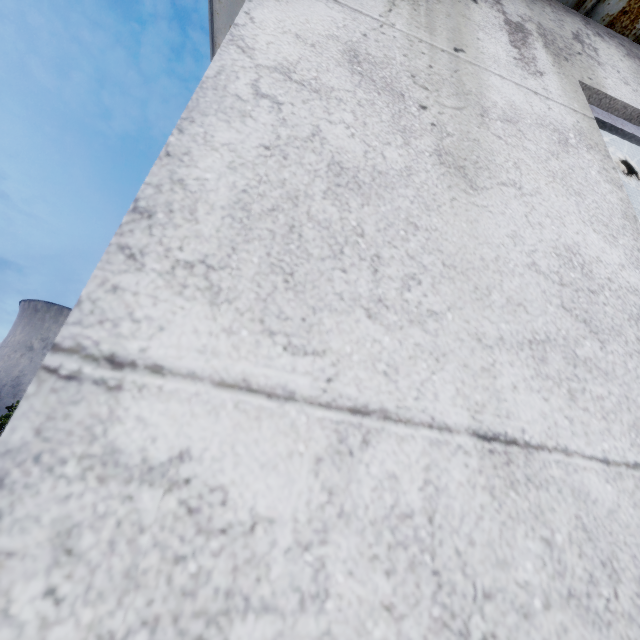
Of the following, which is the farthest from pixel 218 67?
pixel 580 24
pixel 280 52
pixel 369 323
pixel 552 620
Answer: pixel 580 24
